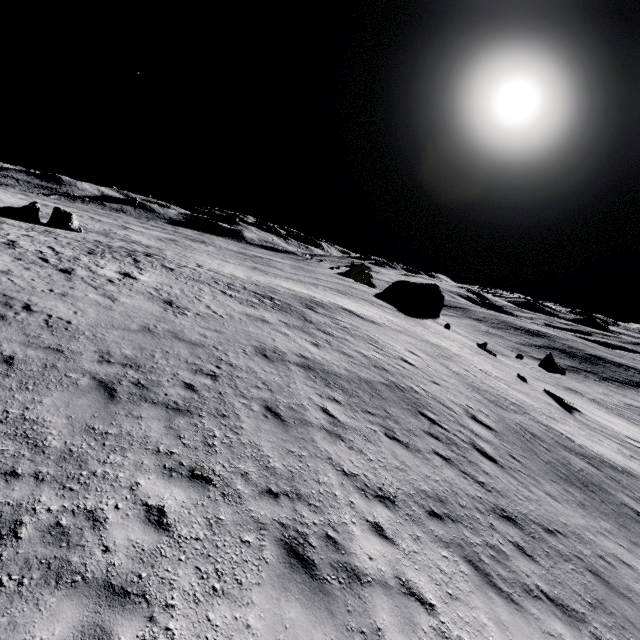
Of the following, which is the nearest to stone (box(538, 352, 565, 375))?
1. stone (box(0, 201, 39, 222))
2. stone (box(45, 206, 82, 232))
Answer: stone (box(45, 206, 82, 232))

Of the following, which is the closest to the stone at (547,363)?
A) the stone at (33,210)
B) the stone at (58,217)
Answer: the stone at (58,217)

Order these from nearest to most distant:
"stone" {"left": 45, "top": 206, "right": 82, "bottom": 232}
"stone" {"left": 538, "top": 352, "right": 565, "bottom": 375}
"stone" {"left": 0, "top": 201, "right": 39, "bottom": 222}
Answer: "stone" {"left": 0, "top": 201, "right": 39, "bottom": 222}
"stone" {"left": 45, "top": 206, "right": 82, "bottom": 232}
"stone" {"left": 538, "top": 352, "right": 565, "bottom": 375}

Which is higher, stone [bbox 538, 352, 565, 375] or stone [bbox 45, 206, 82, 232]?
stone [bbox 45, 206, 82, 232]

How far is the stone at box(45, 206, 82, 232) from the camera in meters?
32.8 m

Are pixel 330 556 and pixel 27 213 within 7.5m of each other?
no

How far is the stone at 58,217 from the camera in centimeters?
3275cm
